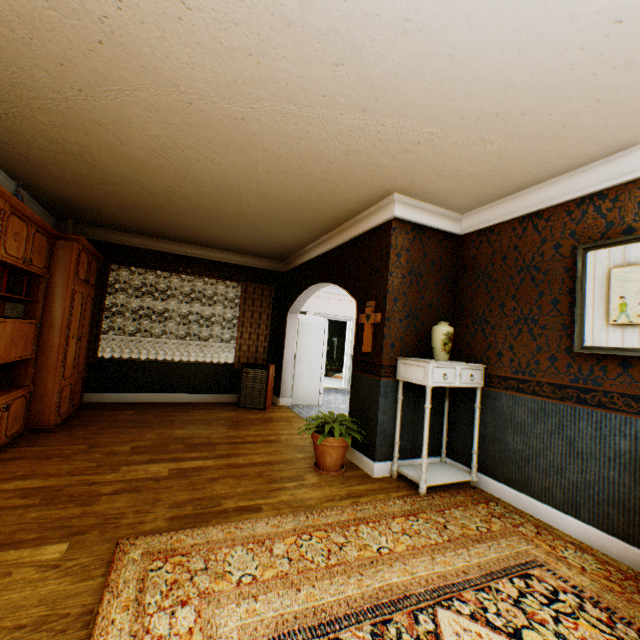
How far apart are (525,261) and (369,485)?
2.9m

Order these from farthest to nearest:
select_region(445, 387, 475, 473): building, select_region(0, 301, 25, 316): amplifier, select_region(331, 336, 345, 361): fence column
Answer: select_region(331, 336, 345, 361): fence column → select_region(445, 387, 475, 473): building → select_region(0, 301, 25, 316): amplifier

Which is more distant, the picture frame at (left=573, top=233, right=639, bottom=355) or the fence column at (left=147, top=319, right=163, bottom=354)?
the fence column at (left=147, top=319, right=163, bottom=354)

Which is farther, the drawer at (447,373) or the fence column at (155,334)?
the fence column at (155,334)

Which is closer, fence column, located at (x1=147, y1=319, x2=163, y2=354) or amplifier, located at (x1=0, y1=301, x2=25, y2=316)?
amplifier, located at (x1=0, y1=301, x2=25, y2=316)

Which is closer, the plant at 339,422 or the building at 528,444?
the building at 528,444

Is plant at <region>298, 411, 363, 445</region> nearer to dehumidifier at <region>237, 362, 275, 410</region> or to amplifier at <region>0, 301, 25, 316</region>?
dehumidifier at <region>237, 362, 275, 410</region>

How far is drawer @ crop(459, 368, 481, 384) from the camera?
3.4 meters
